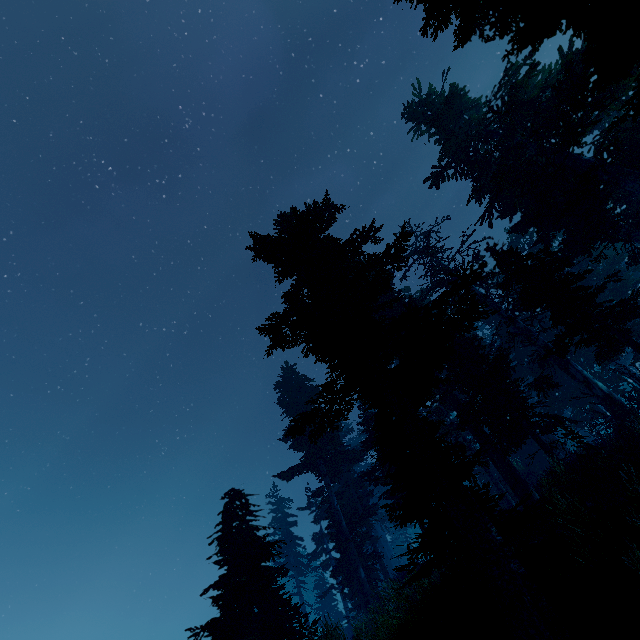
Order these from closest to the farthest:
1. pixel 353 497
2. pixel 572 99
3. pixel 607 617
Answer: pixel 607 617 → pixel 572 99 → pixel 353 497

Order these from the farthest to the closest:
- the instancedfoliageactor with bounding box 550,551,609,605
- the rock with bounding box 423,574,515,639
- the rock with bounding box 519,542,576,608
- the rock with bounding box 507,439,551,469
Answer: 1. the rock with bounding box 507,439,551,469
2. the rock with bounding box 423,574,515,639
3. the rock with bounding box 519,542,576,608
4. the instancedfoliageactor with bounding box 550,551,609,605

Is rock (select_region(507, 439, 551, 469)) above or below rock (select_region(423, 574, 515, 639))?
above

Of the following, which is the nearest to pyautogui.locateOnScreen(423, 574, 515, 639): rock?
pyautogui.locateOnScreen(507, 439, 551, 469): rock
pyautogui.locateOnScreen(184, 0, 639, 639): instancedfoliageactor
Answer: pyautogui.locateOnScreen(184, 0, 639, 639): instancedfoliageactor

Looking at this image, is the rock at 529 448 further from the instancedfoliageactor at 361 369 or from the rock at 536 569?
the rock at 536 569

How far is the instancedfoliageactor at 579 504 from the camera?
6.3m

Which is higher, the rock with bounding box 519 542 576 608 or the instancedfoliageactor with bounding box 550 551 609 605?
the rock with bounding box 519 542 576 608
